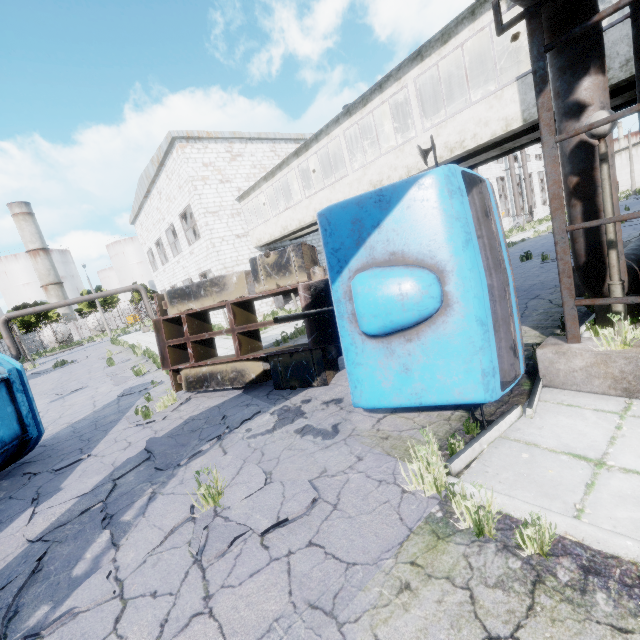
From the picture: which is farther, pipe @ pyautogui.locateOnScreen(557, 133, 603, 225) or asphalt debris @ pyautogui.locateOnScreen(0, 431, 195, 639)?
pipe @ pyautogui.locateOnScreen(557, 133, 603, 225)

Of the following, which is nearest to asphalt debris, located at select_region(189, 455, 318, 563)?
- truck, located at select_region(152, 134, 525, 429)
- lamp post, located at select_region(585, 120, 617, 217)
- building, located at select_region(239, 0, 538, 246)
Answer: truck, located at select_region(152, 134, 525, 429)

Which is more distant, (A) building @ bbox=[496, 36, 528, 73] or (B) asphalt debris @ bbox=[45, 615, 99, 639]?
(A) building @ bbox=[496, 36, 528, 73]

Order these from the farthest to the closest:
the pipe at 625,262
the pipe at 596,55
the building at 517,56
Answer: the building at 517,56
the pipe at 625,262
the pipe at 596,55

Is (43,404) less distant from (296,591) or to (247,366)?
Answer: (247,366)

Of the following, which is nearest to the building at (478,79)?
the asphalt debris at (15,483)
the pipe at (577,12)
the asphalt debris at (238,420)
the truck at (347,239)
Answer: the pipe at (577,12)

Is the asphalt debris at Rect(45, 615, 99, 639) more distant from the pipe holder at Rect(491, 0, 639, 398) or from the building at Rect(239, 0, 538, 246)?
the building at Rect(239, 0, 538, 246)

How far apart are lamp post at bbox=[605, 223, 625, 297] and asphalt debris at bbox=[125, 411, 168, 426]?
8.6 meters
